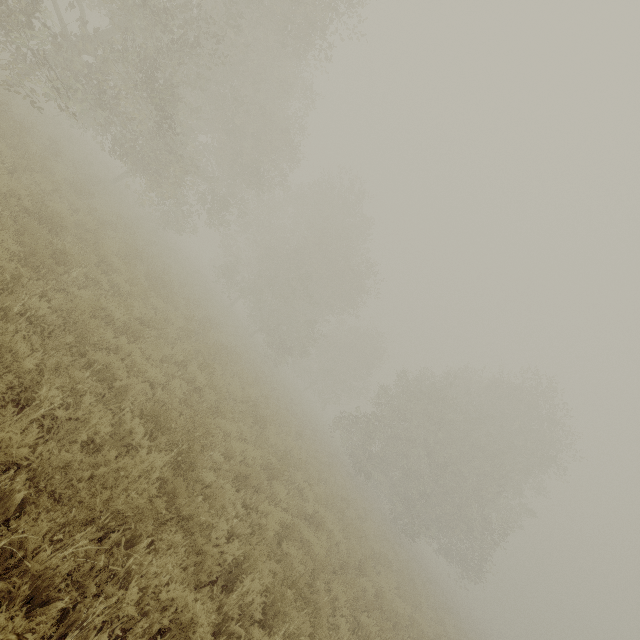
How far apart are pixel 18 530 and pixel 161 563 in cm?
154
